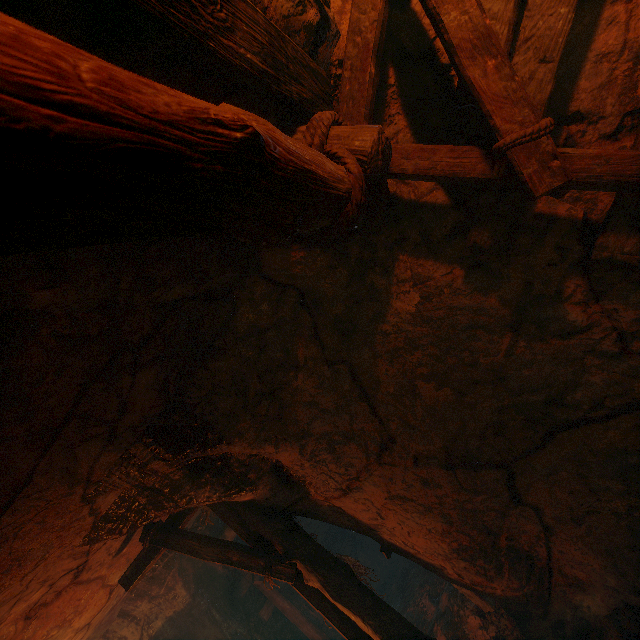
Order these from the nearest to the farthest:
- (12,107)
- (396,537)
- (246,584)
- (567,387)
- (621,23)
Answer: (12,107)
(621,23)
(567,387)
(396,537)
(246,584)
